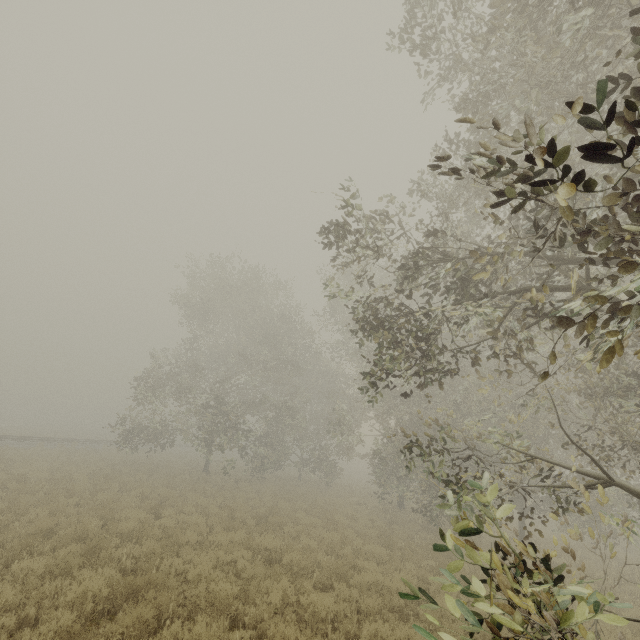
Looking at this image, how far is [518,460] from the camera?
6.7 meters
